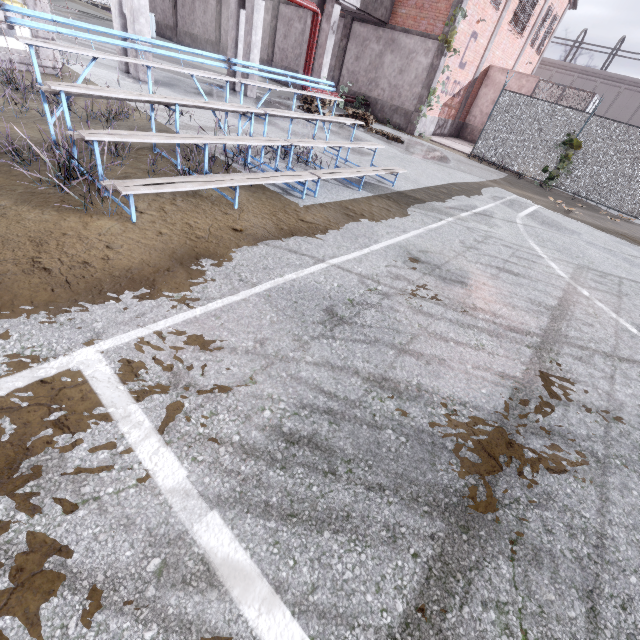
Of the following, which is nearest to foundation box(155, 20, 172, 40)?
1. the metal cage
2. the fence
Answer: the fence

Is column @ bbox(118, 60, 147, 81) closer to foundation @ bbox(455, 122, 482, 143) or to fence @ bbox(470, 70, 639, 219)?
fence @ bbox(470, 70, 639, 219)

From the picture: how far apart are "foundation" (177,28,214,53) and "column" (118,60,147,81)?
18.5m

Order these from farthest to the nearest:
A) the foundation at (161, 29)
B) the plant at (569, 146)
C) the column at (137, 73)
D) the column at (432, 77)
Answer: the foundation at (161, 29) → the column at (432, 77) → the plant at (569, 146) → the column at (137, 73)

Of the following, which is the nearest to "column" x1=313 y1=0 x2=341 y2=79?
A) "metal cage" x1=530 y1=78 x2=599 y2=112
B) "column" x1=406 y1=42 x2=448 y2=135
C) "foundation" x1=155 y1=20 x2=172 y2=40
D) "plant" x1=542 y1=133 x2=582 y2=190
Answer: "column" x1=406 y1=42 x2=448 y2=135

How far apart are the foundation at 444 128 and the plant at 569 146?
6.7 meters

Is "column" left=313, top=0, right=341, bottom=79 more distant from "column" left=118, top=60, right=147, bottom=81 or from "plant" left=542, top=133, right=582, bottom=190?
"plant" left=542, top=133, right=582, bottom=190

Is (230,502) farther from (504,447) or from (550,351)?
(550,351)
